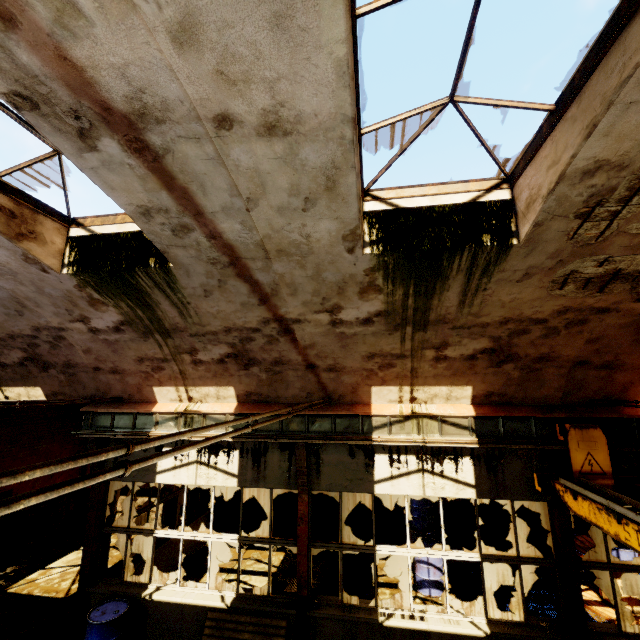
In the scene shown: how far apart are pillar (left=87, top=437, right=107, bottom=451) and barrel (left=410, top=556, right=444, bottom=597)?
7.77m

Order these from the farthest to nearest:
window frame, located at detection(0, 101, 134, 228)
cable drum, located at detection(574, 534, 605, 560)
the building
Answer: cable drum, located at detection(574, 534, 605, 560) < window frame, located at detection(0, 101, 134, 228) < the building

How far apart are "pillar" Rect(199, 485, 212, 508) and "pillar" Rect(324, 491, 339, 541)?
4.10m

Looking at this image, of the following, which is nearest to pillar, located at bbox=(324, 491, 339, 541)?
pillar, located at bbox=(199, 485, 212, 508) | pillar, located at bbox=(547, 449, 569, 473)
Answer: pillar, located at bbox=(199, 485, 212, 508)

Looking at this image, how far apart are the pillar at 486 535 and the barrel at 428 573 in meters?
2.1 m

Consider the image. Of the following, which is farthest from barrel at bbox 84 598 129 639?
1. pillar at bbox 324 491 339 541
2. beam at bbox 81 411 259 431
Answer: pillar at bbox 324 491 339 541

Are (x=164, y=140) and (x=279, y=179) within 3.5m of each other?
yes

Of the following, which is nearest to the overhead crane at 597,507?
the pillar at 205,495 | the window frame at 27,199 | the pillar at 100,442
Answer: the window frame at 27,199
